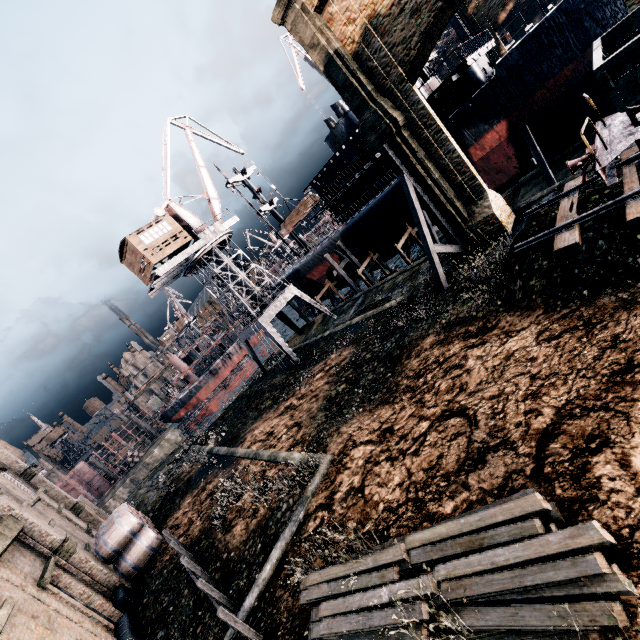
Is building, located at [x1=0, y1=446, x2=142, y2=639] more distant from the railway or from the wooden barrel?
the railway

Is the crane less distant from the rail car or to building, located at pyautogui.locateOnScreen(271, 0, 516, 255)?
building, located at pyautogui.locateOnScreen(271, 0, 516, 255)

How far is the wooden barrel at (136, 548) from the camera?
17.5 meters

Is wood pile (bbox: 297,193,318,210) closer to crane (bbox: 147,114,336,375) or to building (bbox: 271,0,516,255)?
crane (bbox: 147,114,336,375)

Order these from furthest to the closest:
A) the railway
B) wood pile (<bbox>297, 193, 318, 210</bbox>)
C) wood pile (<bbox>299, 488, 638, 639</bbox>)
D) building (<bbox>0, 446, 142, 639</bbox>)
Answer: wood pile (<bbox>297, 193, 318, 210</bbox>)
building (<bbox>0, 446, 142, 639</bbox>)
the railway
wood pile (<bbox>299, 488, 638, 639</bbox>)

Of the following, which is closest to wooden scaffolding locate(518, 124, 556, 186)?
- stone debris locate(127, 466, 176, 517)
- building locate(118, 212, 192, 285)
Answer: building locate(118, 212, 192, 285)

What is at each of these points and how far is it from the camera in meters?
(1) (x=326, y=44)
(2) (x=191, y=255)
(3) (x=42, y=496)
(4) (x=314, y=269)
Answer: (1) building, 18.4
(2) crane, 31.8
(3) building, 22.4
(4) ship, 44.8

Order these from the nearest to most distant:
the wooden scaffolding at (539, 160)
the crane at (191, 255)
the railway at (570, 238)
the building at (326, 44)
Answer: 1. the railway at (570, 238)
2. the building at (326, 44)
3. the wooden scaffolding at (539, 160)
4. the crane at (191, 255)
